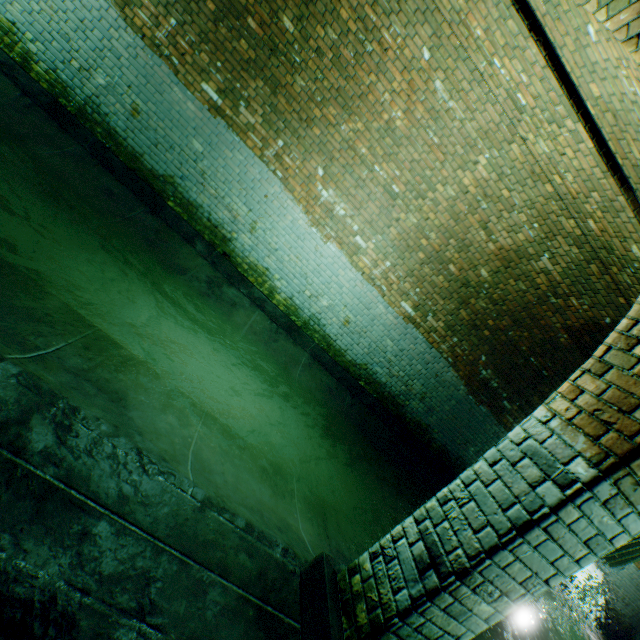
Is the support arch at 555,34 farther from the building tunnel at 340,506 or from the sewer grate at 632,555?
the sewer grate at 632,555

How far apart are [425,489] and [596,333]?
4.4 meters

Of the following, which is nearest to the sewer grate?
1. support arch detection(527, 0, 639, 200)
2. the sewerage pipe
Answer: the sewerage pipe

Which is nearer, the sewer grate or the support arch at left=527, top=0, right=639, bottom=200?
the support arch at left=527, top=0, right=639, bottom=200

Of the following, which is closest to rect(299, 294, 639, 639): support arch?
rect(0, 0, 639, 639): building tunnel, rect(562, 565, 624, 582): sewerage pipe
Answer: rect(0, 0, 639, 639): building tunnel

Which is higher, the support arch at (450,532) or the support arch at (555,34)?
the support arch at (555,34)

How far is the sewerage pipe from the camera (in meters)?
8.77

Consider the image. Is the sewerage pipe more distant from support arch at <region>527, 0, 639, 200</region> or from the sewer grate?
support arch at <region>527, 0, 639, 200</region>
